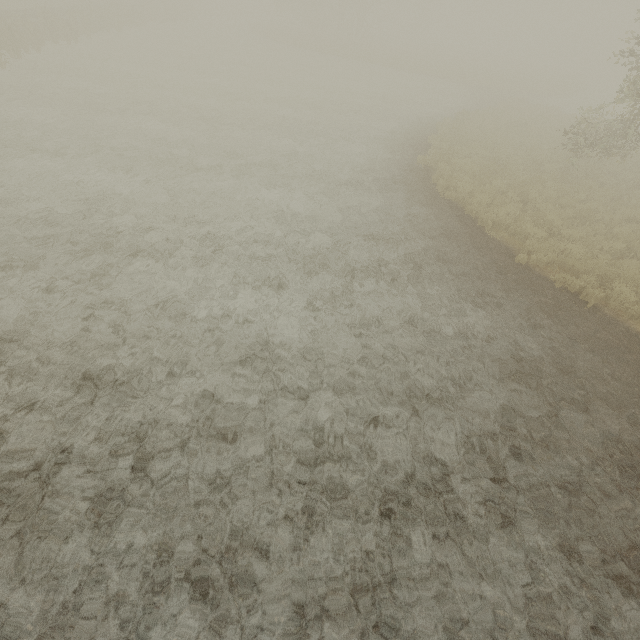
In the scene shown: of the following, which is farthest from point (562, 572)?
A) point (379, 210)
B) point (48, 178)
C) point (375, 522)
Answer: point (48, 178)
